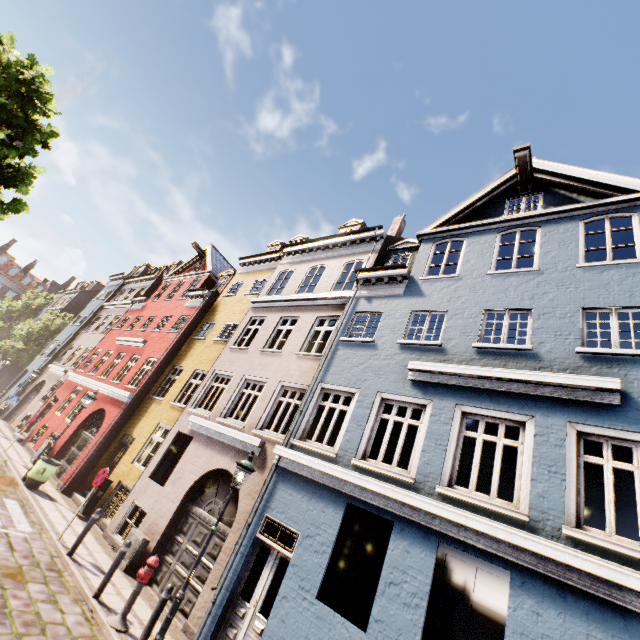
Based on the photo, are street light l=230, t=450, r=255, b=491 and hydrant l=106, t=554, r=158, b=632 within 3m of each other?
yes

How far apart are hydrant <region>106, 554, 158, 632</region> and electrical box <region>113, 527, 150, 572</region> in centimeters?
271cm

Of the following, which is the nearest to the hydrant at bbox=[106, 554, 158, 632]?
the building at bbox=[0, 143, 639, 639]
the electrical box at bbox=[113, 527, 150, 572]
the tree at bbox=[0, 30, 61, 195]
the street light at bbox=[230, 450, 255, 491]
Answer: the street light at bbox=[230, 450, 255, 491]

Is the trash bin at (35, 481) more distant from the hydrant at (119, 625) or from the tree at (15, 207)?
the hydrant at (119, 625)

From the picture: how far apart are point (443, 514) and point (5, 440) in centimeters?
2229cm

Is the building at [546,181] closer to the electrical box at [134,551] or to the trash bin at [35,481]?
the electrical box at [134,551]

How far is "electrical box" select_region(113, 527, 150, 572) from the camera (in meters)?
9.02

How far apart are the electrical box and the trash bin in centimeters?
509cm
